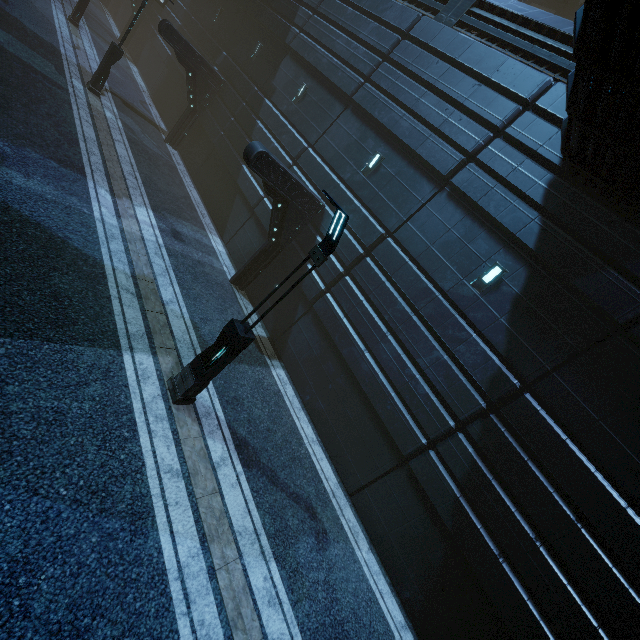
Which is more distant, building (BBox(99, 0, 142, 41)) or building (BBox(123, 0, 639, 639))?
building (BBox(99, 0, 142, 41))

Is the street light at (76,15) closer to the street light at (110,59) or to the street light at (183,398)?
the street light at (110,59)

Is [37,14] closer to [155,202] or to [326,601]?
[155,202]

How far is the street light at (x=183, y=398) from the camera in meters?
5.8 m

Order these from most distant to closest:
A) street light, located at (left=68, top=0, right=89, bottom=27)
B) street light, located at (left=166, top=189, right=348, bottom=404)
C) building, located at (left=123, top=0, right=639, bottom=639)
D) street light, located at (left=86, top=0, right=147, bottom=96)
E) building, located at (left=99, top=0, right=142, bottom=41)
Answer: building, located at (left=99, top=0, right=142, bottom=41)
street light, located at (left=68, top=0, right=89, bottom=27)
street light, located at (left=86, top=0, right=147, bottom=96)
building, located at (left=123, top=0, right=639, bottom=639)
street light, located at (left=166, top=189, right=348, bottom=404)

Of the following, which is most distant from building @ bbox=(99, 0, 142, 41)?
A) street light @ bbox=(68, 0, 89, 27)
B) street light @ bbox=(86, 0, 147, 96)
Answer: street light @ bbox=(68, 0, 89, 27)

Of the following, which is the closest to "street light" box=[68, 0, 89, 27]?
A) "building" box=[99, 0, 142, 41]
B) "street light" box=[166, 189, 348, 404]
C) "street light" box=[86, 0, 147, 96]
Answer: "building" box=[99, 0, 142, 41]
